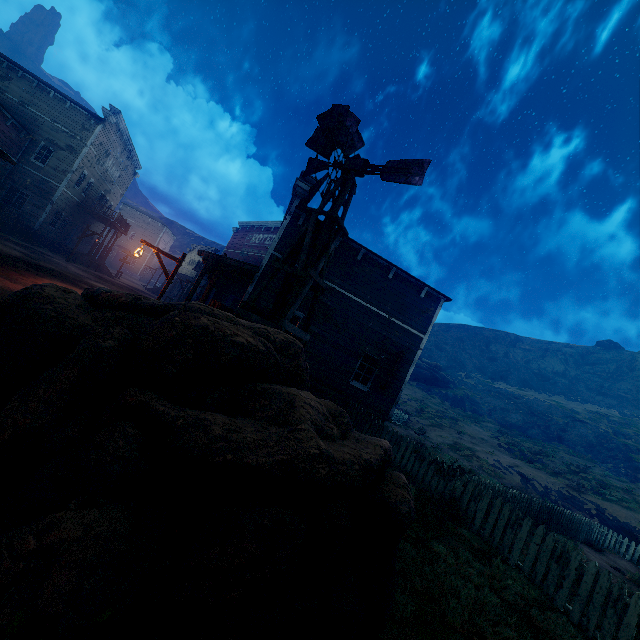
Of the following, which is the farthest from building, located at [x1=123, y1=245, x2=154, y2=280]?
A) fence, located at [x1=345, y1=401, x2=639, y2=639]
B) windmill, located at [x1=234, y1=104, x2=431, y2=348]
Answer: fence, located at [x1=345, y1=401, x2=639, y2=639]

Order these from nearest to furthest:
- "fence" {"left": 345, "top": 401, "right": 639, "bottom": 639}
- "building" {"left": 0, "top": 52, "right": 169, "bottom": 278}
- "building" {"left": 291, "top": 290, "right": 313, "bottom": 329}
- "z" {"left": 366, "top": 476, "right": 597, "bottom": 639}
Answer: "z" {"left": 366, "top": 476, "right": 597, "bottom": 639} → "fence" {"left": 345, "top": 401, "right": 639, "bottom": 639} → "building" {"left": 291, "top": 290, "right": 313, "bottom": 329} → "building" {"left": 0, "top": 52, "right": 169, "bottom": 278}

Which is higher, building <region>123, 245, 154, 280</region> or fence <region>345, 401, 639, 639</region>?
building <region>123, 245, 154, 280</region>

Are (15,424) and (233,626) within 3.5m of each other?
yes

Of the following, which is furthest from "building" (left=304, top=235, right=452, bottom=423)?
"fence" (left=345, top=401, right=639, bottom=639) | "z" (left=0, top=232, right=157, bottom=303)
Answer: "fence" (left=345, top=401, right=639, bottom=639)

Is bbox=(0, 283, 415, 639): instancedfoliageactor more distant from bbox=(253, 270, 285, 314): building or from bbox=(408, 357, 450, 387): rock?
bbox=(408, 357, 450, 387): rock

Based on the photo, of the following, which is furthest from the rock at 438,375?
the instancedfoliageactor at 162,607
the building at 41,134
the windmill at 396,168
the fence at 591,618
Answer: the instancedfoliageactor at 162,607

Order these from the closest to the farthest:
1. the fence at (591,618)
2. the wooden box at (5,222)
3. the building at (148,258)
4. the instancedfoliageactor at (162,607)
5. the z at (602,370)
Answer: the instancedfoliageactor at (162,607)
the fence at (591,618)
the wooden box at (5,222)
the z at (602,370)
the building at (148,258)
